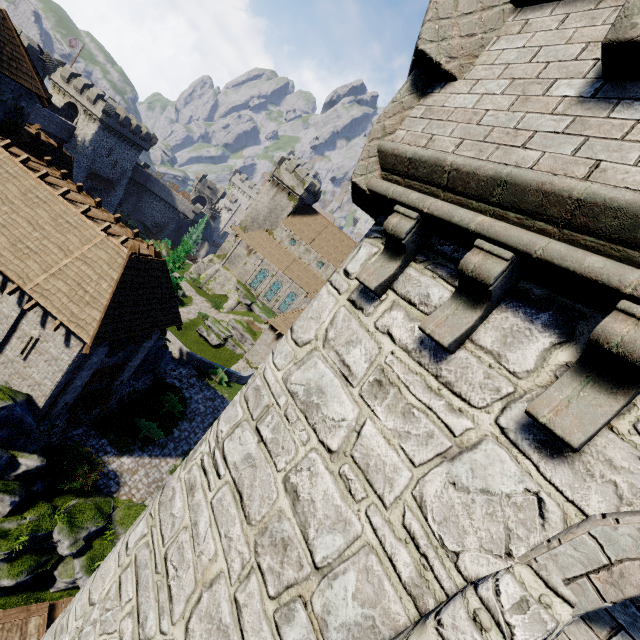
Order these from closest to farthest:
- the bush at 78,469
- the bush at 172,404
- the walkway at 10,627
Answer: the walkway at 10,627 < the bush at 78,469 < the bush at 172,404

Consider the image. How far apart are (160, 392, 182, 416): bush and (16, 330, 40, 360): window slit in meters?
9.5 m

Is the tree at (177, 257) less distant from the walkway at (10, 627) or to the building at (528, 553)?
the walkway at (10, 627)

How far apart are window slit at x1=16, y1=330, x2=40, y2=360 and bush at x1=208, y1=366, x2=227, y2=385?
14.7 meters

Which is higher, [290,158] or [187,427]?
[290,158]

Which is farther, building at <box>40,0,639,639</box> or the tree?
the tree

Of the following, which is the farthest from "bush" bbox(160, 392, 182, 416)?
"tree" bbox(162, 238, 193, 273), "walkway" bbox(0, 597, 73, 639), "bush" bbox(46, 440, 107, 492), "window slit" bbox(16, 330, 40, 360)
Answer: "walkway" bbox(0, 597, 73, 639)

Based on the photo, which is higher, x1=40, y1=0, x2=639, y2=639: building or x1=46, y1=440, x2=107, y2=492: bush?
x1=40, y1=0, x2=639, y2=639: building
